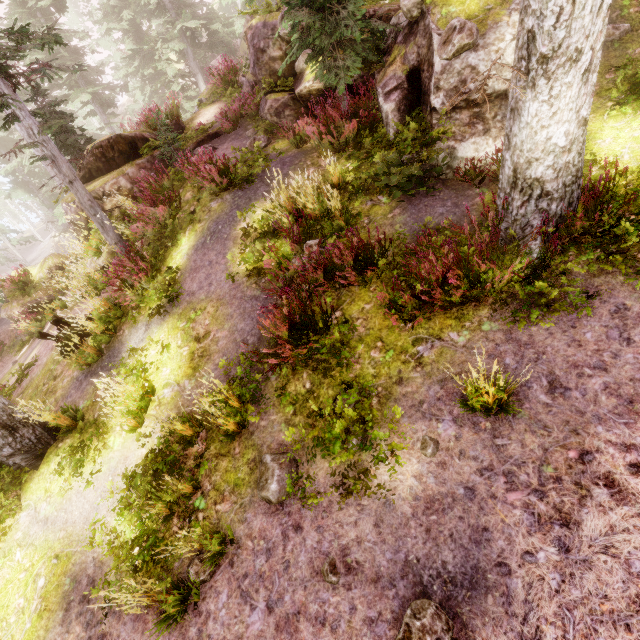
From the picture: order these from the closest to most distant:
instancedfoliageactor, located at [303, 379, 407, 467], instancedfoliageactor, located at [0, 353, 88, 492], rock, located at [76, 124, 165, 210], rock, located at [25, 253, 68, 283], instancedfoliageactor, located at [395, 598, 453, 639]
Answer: instancedfoliageactor, located at [395, 598, 453, 639] → instancedfoliageactor, located at [303, 379, 407, 467] → instancedfoliageactor, located at [0, 353, 88, 492] → rock, located at [76, 124, 165, 210] → rock, located at [25, 253, 68, 283]

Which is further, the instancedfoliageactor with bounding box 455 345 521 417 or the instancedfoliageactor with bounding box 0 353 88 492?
the instancedfoliageactor with bounding box 0 353 88 492

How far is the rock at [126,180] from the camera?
10.5 meters

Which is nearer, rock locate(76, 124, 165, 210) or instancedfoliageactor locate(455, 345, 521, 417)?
instancedfoliageactor locate(455, 345, 521, 417)

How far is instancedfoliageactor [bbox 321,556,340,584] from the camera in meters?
3.5 m

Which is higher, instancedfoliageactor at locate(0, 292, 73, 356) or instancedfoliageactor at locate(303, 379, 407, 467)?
instancedfoliageactor at locate(303, 379, 407, 467)

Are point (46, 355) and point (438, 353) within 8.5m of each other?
no
